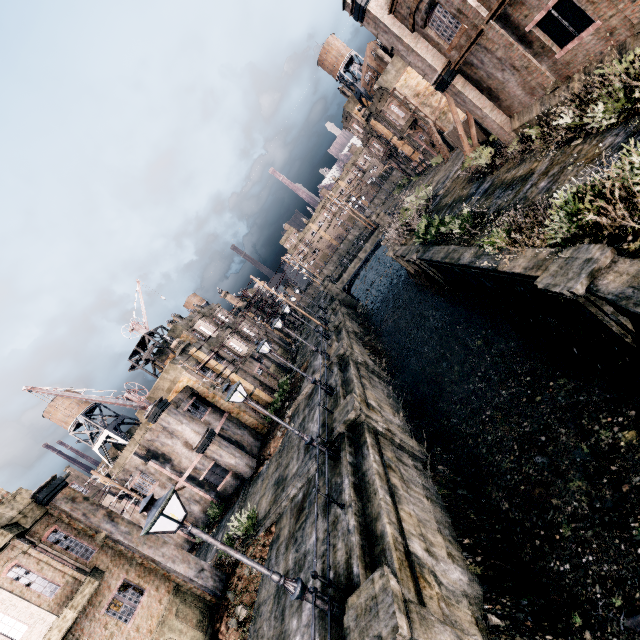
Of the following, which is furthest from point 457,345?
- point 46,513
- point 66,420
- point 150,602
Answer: point 66,420

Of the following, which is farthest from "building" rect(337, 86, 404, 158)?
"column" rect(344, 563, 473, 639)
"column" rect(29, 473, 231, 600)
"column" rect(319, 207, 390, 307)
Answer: "column" rect(29, 473, 231, 600)

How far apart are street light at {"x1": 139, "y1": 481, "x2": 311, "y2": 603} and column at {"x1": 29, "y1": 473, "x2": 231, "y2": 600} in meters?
9.6

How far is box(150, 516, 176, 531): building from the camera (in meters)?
27.19

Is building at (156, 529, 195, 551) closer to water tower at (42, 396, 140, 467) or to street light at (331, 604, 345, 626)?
water tower at (42, 396, 140, 467)

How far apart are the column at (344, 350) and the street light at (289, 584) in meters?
15.9 m

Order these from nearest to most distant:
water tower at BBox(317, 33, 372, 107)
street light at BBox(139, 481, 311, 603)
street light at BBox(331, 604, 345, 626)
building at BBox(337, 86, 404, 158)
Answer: street light at BBox(139, 481, 311, 603), street light at BBox(331, 604, 345, 626), water tower at BBox(317, 33, 372, 107), building at BBox(337, 86, 404, 158)

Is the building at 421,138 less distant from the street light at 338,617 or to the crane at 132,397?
the street light at 338,617
